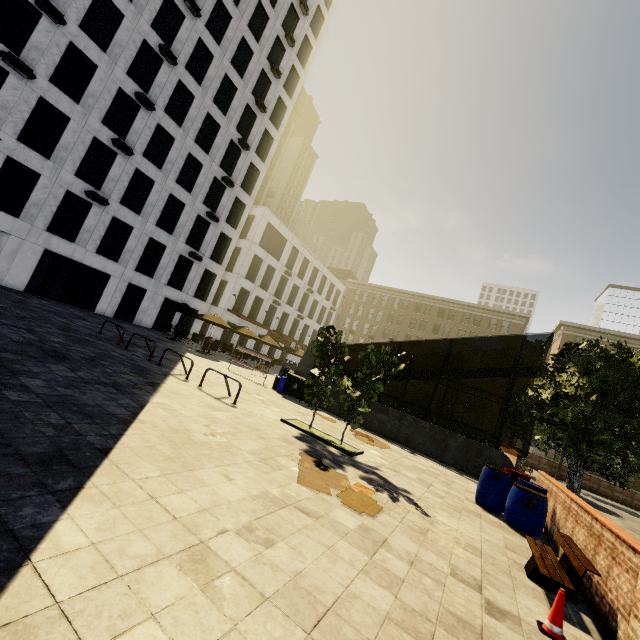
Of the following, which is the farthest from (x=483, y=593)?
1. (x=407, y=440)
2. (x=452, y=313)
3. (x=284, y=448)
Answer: (x=452, y=313)

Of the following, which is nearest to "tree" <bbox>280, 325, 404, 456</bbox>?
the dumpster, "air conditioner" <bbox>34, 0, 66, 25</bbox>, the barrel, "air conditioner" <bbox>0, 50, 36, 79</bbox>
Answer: the barrel

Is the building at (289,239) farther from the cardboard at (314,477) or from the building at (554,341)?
the cardboard at (314,477)

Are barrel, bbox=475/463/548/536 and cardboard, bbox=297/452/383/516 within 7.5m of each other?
yes

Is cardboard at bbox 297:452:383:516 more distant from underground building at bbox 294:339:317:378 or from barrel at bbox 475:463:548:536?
underground building at bbox 294:339:317:378

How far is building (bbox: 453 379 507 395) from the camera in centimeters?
4759cm

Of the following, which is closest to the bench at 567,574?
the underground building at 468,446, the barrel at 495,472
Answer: the barrel at 495,472
